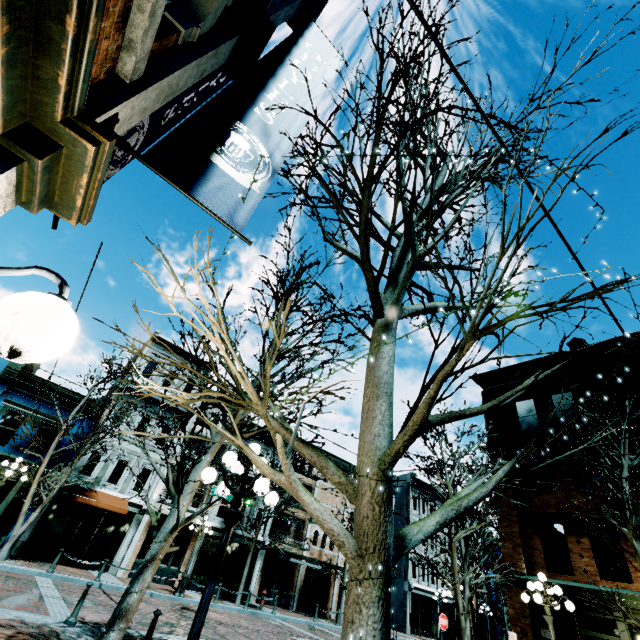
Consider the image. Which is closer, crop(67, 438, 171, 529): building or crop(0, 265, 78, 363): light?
crop(0, 265, 78, 363): light

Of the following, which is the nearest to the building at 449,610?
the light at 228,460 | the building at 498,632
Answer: the building at 498,632

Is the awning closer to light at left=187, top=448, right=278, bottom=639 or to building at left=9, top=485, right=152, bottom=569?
building at left=9, top=485, right=152, bottom=569

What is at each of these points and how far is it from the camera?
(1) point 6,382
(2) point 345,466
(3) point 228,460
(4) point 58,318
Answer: (1) building, 18.2 meters
(2) building, 32.6 meters
(3) light, 5.3 meters
(4) light, 1.3 meters

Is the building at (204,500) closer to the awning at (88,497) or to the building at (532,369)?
the awning at (88,497)

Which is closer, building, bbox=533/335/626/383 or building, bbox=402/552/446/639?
building, bbox=533/335/626/383

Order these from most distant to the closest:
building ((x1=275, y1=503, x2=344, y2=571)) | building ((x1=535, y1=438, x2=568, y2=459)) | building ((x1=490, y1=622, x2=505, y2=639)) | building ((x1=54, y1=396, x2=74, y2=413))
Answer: building ((x1=490, y1=622, x2=505, y2=639)), building ((x1=275, y1=503, x2=344, y2=571)), building ((x1=54, y1=396, x2=74, y2=413)), building ((x1=535, y1=438, x2=568, y2=459))

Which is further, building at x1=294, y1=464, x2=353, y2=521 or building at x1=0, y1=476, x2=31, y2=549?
building at x1=294, y1=464, x2=353, y2=521
